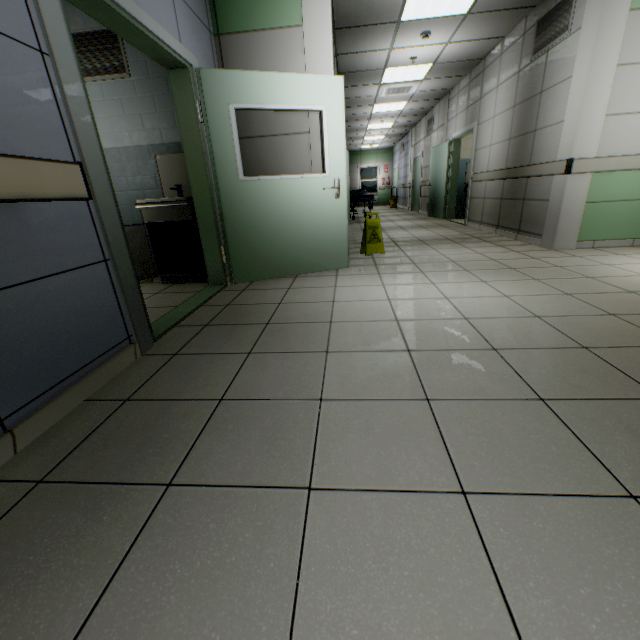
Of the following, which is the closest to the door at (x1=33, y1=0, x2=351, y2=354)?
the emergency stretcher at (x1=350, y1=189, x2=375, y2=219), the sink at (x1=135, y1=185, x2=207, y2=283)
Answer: the sink at (x1=135, y1=185, x2=207, y2=283)

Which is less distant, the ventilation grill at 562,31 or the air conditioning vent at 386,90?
the ventilation grill at 562,31

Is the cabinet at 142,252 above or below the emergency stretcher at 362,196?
below

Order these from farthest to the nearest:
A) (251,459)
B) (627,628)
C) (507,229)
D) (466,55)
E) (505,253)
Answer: (466,55)
(507,229)
(505,253)
(251,459)
(627,628)

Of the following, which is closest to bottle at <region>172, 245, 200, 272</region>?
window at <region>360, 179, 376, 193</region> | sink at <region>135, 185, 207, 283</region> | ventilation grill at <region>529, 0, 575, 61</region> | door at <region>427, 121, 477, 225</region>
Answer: sink at <region>135, 185, 207, 283</region>

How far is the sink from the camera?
3.54m

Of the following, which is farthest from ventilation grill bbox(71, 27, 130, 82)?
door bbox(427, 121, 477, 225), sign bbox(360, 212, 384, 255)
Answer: door bbox(427, 121, 477, 225)

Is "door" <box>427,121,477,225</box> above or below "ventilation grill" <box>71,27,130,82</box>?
below
